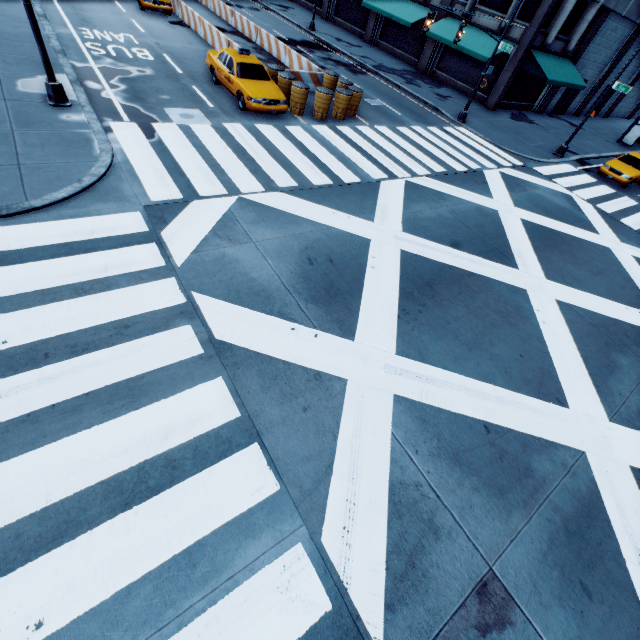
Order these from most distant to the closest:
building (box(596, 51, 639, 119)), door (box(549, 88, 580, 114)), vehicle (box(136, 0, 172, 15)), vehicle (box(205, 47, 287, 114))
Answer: building (box(596, 51, 639, 119)), door (box(549, 88, 580, 114)), vehicle (box(136, 0, 172, 15)), vehicle (box(205, 47, 287, 114))

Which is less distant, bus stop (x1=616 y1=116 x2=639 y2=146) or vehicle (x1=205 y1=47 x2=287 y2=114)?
vehicle (x1=205 y1=47 x2=287 y2=114)

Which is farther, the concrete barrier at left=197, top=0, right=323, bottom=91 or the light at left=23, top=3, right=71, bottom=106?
the concrete barrier at left=197, top=0, right=323, bottom=91

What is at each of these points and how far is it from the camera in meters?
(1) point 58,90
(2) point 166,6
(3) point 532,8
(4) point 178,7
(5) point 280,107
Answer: (1) light, 10.0 m
(2) vehicle, 20.4 m
(3) building, 21.4 m
(4) concrete barrier, 21.5 m
(5) vehicle, 13.5 m

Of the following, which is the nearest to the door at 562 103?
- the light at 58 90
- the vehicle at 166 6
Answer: the vehicle at 166 6

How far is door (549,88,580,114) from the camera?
29.1 meters

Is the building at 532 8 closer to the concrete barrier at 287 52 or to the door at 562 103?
the door at 562 103

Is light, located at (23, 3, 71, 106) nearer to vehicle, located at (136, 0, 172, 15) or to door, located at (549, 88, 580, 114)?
vehicle, located at (136, 0, 172, 15)
